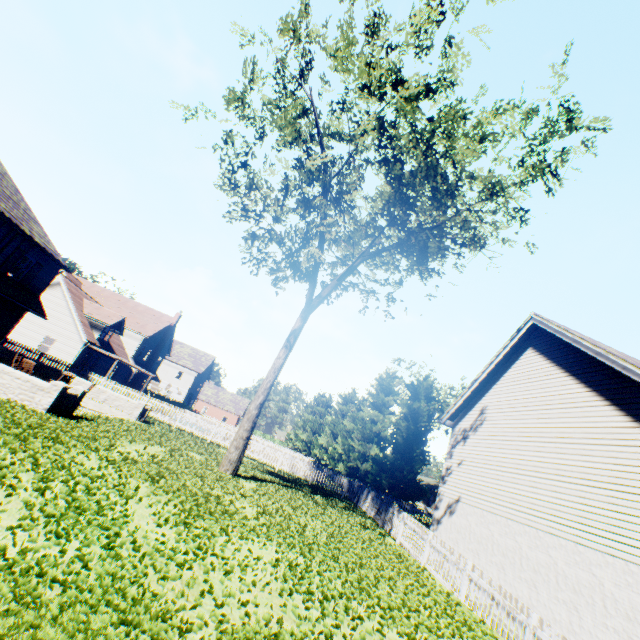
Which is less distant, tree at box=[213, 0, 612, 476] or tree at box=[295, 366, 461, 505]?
tree at box=[213, 0, 612, 476]

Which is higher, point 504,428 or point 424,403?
point 424,403

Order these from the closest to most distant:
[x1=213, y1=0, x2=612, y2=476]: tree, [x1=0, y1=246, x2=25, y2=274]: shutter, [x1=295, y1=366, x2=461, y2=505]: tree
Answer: [x1=213, y1=0, x2=612, y2=476]: tree → [x1=0, y1=246, x2=25, y2=274]: shutter → [x1=295, y1=366, x2=461, y2=505]: tree

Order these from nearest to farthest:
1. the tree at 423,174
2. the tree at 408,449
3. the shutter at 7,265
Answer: the tree at 423,174 → the shutter at 7,265 → the tree at 408,449

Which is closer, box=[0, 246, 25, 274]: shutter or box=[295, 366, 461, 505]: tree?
box=[0, 246, 25, 274]: shutter

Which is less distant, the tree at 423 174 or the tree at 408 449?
the tree at 423 174

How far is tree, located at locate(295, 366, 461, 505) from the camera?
26.6m
